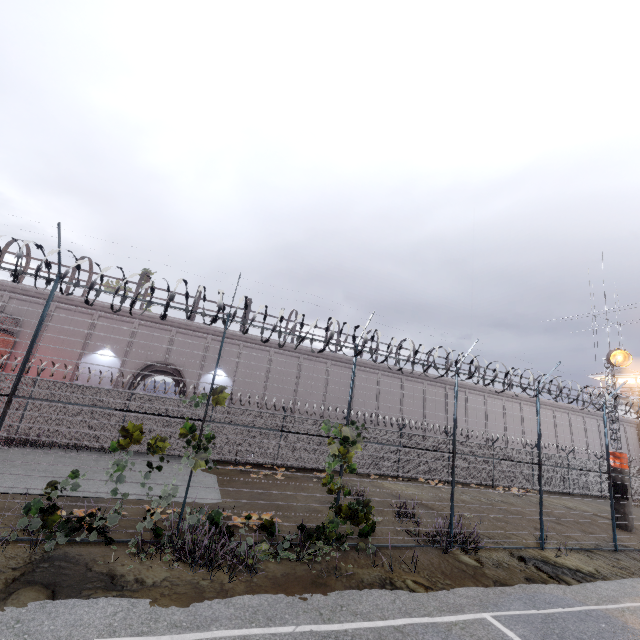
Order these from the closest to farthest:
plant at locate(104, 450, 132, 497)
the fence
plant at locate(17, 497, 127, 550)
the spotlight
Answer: plant at locate(17, 497, 127, 550)
plant at locate(104, 450, 132, 497)
the fence
the spotlight

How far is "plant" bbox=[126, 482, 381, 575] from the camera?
6.6m

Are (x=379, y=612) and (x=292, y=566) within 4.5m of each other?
yes

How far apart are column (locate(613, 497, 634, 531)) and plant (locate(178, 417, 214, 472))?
20.6m

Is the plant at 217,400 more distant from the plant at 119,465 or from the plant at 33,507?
the plant at 33,507

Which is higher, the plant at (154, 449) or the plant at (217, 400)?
the plant at (217, 400)

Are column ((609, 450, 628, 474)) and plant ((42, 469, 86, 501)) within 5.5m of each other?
no

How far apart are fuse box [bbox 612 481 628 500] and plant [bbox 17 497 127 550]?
22.59m
